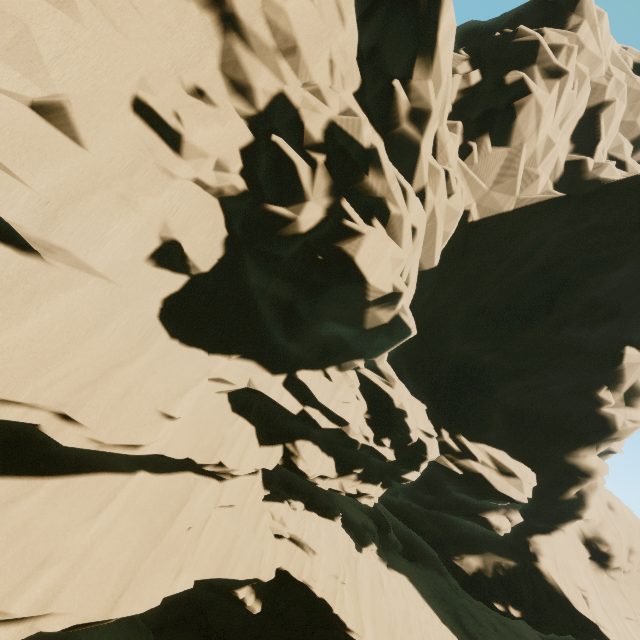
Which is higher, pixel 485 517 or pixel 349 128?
pixel 349 128
